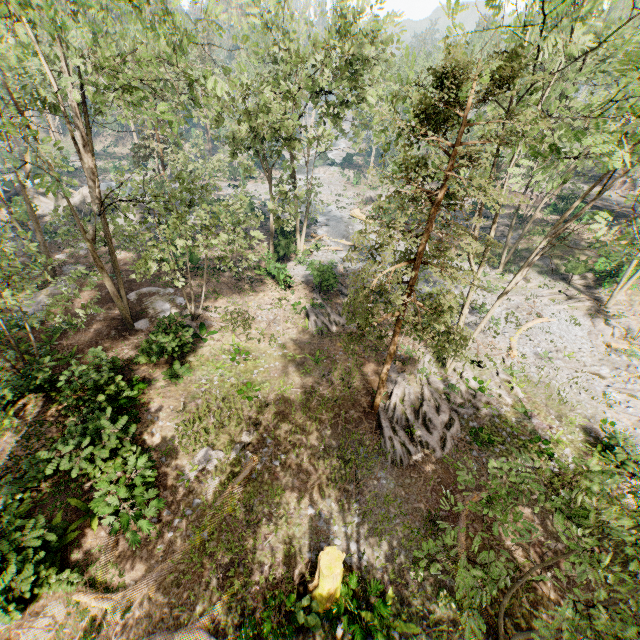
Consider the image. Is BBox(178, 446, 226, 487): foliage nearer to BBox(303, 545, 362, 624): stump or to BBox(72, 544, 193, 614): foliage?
BBox(303, 545, 362, 624): stump

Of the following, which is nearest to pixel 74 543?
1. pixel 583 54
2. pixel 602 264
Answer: pixel 583 54

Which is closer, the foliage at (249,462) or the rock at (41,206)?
the foliage at (249,462)

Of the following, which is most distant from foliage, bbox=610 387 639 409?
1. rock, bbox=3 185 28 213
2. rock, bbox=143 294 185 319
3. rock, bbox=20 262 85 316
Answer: rock, bbox=20 262 85 316

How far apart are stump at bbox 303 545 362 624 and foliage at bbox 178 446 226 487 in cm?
518

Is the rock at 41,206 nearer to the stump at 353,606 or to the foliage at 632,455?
the foliage at 632,455

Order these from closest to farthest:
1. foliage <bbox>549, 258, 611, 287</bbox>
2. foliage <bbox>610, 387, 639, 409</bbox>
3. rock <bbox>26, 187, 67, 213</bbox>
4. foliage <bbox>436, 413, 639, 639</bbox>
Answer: foliage <bbox>436, 413, 639, 639</bbox>
foliage <bbox>610, 387, 639, 409</bbox>
foliage <bbox>549, 258, 611, 287</bbox>
rock <bbox>26, 187, 67, 213</bbox>

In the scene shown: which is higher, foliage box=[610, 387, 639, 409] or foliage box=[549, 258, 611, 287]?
Result: foliage box=[549, 258, 611, 287]
